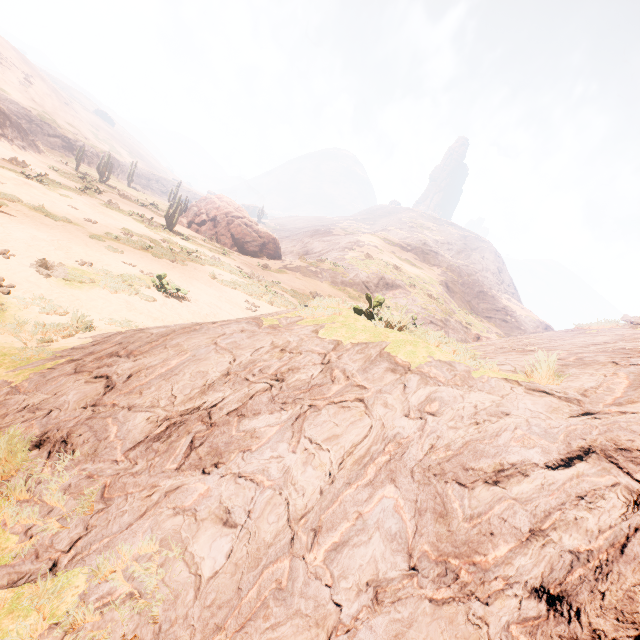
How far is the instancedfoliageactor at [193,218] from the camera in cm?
3362

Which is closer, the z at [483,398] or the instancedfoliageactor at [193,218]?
the z at [483,398]

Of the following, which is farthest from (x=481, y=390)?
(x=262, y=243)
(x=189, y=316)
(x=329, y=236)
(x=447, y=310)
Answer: (x=329, y=236)

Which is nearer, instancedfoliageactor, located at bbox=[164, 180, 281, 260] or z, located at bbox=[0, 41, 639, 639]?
z, located at bbox=[0, 41, 639, 639]

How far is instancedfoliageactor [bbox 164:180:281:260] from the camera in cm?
3362
